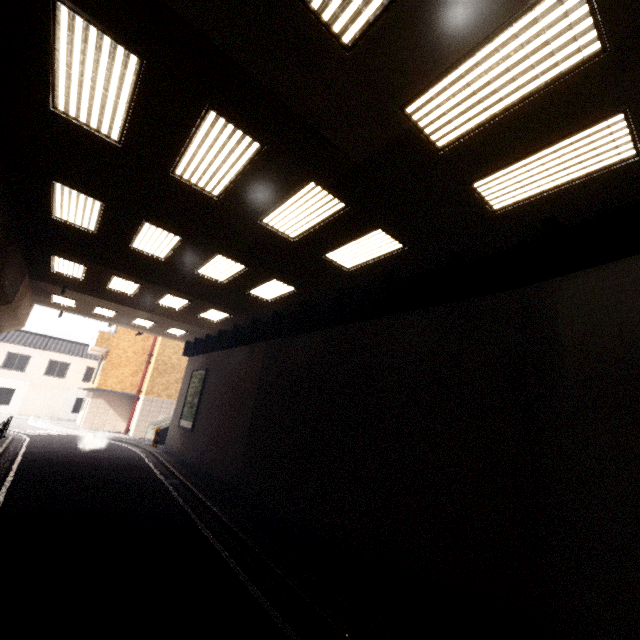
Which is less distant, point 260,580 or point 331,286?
point 260,580

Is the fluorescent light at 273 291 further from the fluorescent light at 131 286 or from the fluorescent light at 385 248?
the fluorescent light at 131 286

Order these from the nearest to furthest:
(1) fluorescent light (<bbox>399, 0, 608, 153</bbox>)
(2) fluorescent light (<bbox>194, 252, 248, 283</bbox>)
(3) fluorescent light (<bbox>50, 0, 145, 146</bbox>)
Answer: (1) fluorescent light (<bbox>399, 0, 608, 153</bbox>) < (3) fluorescent light (<bbox>50, 0, 145, 146</bbox>) < (2) fluorescent light (<bbox>194, 252, 248, 283</bbox>)

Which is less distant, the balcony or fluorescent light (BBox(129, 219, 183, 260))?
fluorescent light (BBox(129, 219, 183, 260))

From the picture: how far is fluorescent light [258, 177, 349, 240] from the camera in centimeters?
617cm

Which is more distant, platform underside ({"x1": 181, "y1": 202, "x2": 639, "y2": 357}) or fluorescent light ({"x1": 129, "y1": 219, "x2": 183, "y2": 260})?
fluorescent light ({"x1": 129, "y1": 219, "x2": 183, "y2": 260})

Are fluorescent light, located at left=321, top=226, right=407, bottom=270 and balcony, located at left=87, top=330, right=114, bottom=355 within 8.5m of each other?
no

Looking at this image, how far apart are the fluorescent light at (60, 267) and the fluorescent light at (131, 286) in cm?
85
